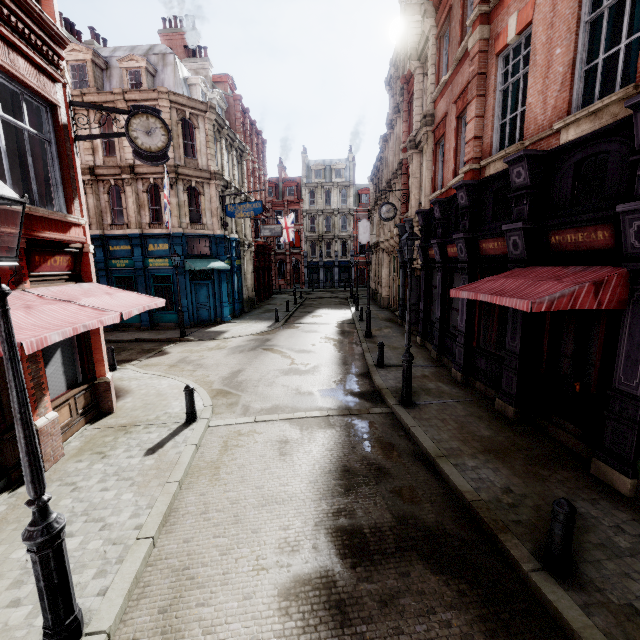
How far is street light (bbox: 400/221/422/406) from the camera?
8.12m

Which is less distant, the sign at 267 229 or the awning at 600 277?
the awning at 600 277

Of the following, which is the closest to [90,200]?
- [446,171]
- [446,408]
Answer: [446,171]

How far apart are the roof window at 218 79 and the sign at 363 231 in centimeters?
1577cm

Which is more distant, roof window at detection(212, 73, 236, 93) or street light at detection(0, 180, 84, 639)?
roof window at detection(212, 73, 236, 93)

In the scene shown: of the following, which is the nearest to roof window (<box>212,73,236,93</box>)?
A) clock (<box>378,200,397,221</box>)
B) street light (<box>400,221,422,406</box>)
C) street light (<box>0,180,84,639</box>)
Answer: clock (<box>378,200,397,221</box>)

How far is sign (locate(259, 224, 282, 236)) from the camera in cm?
2872

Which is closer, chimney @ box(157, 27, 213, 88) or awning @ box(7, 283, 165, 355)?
awning @ box(7, 283, 165, 355)
